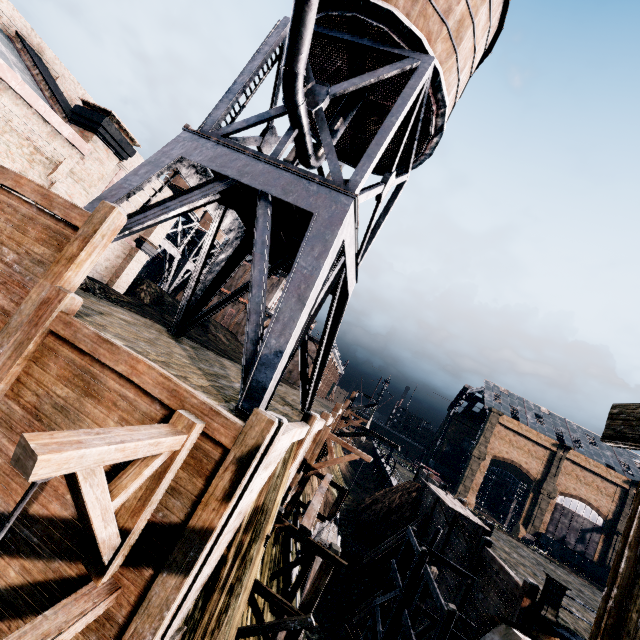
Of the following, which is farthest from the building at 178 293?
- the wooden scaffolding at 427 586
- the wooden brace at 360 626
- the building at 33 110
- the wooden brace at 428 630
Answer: the wooden scaffolding at 427 586

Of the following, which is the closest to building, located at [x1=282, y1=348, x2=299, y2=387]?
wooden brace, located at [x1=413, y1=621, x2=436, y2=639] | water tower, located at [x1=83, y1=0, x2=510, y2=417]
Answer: wooden brace, located at [x1=413, y1=621, x2=436, y2=639]

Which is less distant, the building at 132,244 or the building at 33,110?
the building at 33,110

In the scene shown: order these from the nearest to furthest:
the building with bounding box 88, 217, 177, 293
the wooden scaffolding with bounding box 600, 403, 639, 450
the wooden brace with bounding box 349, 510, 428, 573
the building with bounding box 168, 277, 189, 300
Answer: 1. the wooden scaffolding with bounding box 600, 403, 639, 450
2. the wooden brace with bounding box 349, 510, 428, 573
3. the building with bounding box 88, 217, 177, 293
4. the building with bounding box 168, 277, 189, 300

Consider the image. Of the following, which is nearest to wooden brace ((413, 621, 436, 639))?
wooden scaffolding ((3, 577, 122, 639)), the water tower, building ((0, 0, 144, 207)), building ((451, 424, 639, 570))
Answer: the water tower

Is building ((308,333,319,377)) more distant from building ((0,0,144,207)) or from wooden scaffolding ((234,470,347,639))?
wooden scaffolding ((234,470,347,639))

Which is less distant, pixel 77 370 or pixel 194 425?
pixel 194 425

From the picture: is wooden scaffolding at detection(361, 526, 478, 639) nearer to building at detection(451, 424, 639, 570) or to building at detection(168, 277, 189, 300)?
building at detection(451, 424, 639, 570)
